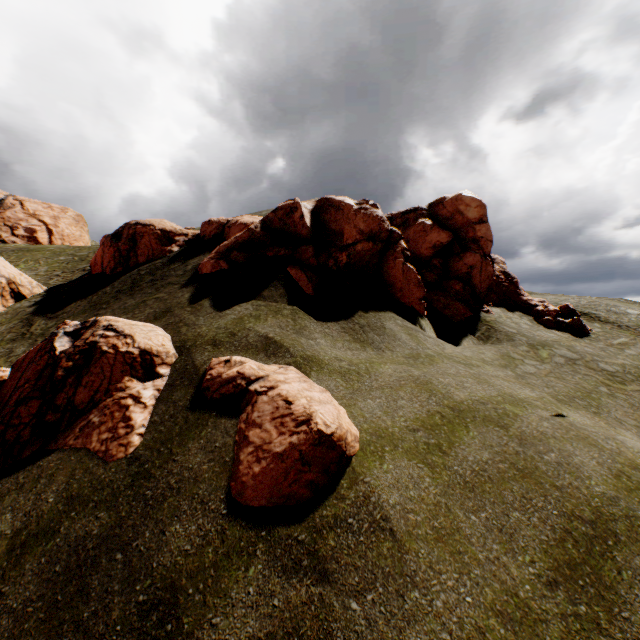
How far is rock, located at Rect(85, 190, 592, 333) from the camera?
Answer: 15.5m

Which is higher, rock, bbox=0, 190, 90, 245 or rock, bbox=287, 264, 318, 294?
rock, bbox=0, 190, 90, 245

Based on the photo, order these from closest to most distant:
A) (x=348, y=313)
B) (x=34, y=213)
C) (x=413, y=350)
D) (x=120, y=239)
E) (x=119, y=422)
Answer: (x=119, y=422)
(x=413, y=350)
(x=348, y=313)
(x=120, y=239)
(x=34, y=213)

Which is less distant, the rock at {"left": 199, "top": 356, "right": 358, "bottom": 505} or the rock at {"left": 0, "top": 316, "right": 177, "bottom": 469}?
the rock at {"left": 199, "top": 356, "right": 358, "bottom": 505}

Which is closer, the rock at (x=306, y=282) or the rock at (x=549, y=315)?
the rock at (x=306, y=282)

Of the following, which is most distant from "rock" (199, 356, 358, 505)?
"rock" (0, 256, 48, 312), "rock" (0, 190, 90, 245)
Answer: A: "rock" (0, 190, 90, 245)

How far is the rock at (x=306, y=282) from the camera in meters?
13.7 m
